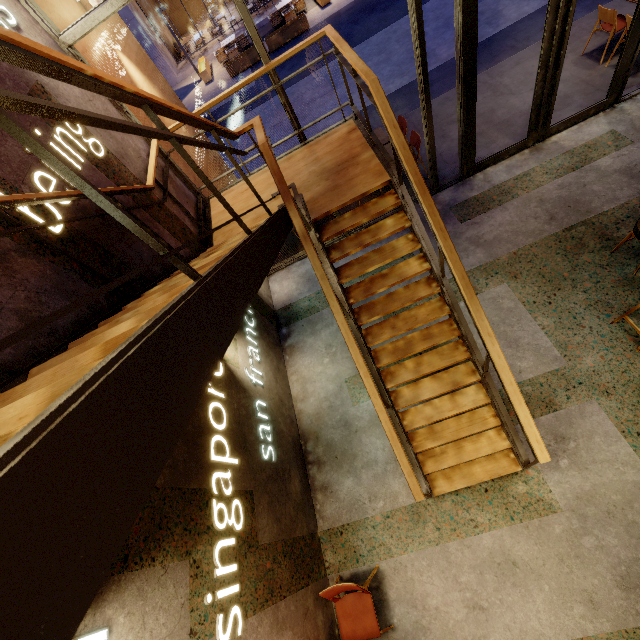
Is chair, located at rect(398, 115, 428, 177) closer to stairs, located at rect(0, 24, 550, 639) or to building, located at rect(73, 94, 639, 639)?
building, located at rect(73, 94, 639, 639)

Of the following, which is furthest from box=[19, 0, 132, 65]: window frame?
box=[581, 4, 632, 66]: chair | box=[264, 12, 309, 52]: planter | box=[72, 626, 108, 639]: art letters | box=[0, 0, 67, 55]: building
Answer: box=[264, 12, 309, 52]: planter

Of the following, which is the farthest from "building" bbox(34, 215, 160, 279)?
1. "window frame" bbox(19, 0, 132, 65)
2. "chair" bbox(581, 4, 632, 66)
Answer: "chair" bbox(581, 4, 632, 66)

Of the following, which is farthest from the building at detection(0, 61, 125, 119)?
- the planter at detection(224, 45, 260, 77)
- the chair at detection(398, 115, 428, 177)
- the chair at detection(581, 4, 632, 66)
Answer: the planter at detection(224, 45, 260, 77)

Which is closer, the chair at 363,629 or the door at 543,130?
the chair at 363,629

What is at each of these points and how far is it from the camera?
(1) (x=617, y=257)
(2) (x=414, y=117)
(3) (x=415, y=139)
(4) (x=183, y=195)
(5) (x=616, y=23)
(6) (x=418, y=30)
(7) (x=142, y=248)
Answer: (1) building, 4.7 meters
(2) building, 7.9 meters
(3) chair, 6.4 meters
(4) building, 5.0 meters
(5) chair, 6.0 meters
(6) window frame, 4.3 meters
(7) building, 3.5 meters

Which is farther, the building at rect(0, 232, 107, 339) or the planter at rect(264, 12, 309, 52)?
the planter at rect(264, 12, 309, 52)

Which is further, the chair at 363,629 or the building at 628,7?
the building at 628,7
